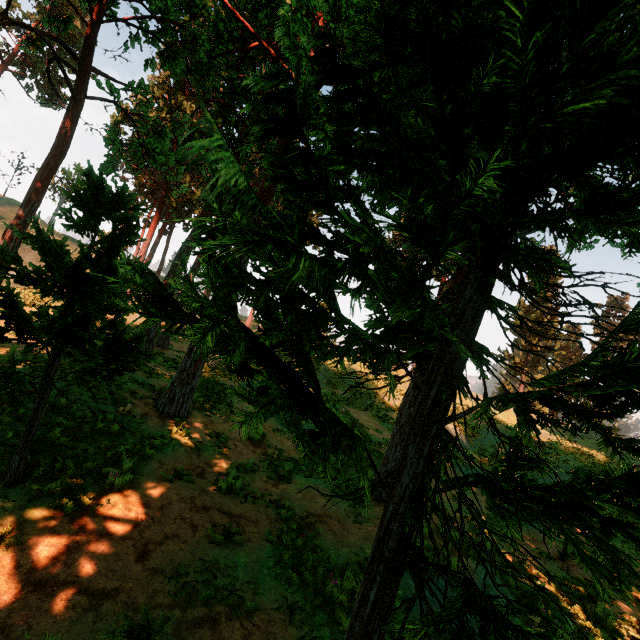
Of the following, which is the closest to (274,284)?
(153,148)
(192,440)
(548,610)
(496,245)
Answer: (496,245)
